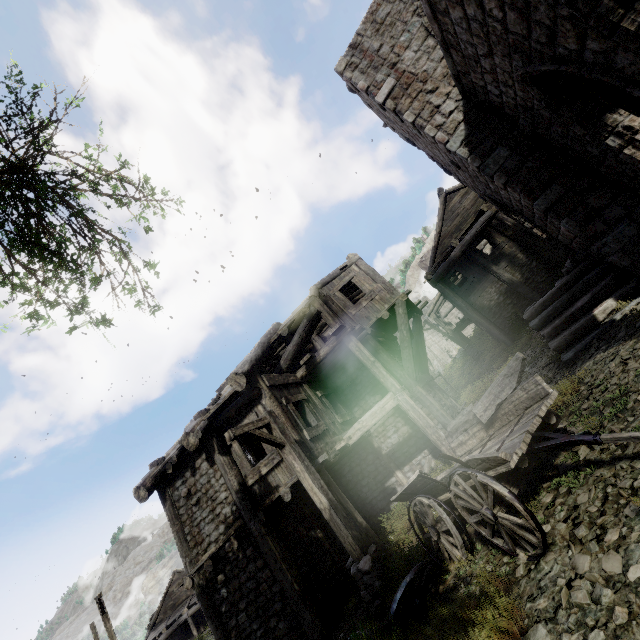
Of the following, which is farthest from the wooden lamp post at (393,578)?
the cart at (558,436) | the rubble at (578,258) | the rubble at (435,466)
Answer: the rubble at (578,258)

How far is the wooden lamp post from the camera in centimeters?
597cm

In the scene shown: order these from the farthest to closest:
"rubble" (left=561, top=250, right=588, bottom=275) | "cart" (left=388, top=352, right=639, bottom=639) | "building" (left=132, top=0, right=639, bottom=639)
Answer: "rubble" (left=561, top=250, right=588, bottom=275) → "building" (left=132, top=0, right=639, bottom=639) → "cart" (left=388, top=352, right=639, bottom=639)

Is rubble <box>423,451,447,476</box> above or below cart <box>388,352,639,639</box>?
below

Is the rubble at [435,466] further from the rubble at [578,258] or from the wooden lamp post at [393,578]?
the rubble at [578,258]

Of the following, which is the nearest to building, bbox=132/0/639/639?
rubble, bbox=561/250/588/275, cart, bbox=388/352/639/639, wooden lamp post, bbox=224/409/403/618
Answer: rubble, bbox=561/250/588/275

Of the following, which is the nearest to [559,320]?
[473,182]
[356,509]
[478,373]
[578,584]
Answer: [473,182]

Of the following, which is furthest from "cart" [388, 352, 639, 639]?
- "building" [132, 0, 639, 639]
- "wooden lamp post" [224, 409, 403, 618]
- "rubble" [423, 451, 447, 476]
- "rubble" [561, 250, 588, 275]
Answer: "rubble" [561, 250, 588, 275]
